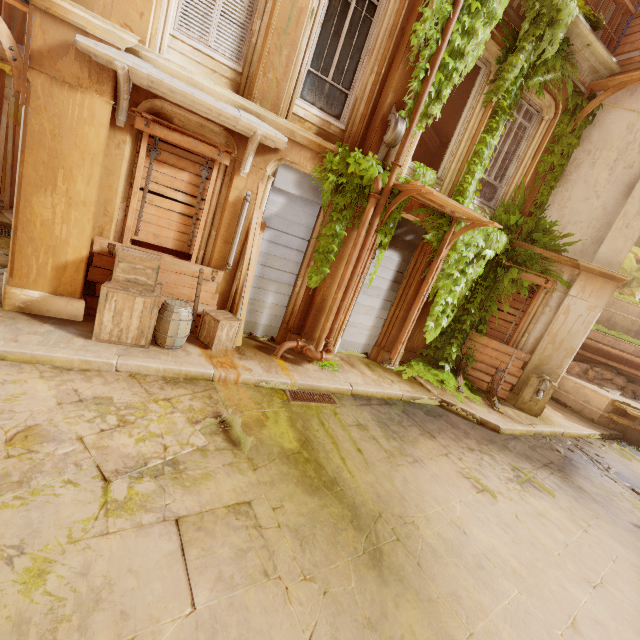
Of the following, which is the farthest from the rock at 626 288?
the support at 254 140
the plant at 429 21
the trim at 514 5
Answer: the support at 254 140

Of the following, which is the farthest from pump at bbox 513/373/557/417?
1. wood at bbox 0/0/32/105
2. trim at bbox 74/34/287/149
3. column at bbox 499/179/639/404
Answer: wood at bbox 0/0/32/105

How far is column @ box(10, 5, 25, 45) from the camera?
9.4 meters

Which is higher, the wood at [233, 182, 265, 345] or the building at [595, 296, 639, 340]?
the building at [595, 296, 639, 340]

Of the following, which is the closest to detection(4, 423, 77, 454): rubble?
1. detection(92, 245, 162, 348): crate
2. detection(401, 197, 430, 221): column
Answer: detection(92, 245, 162, 348): crate

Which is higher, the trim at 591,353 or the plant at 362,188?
the plant at 362,188

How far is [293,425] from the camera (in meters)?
5.32

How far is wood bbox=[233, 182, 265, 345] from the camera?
6.45m
